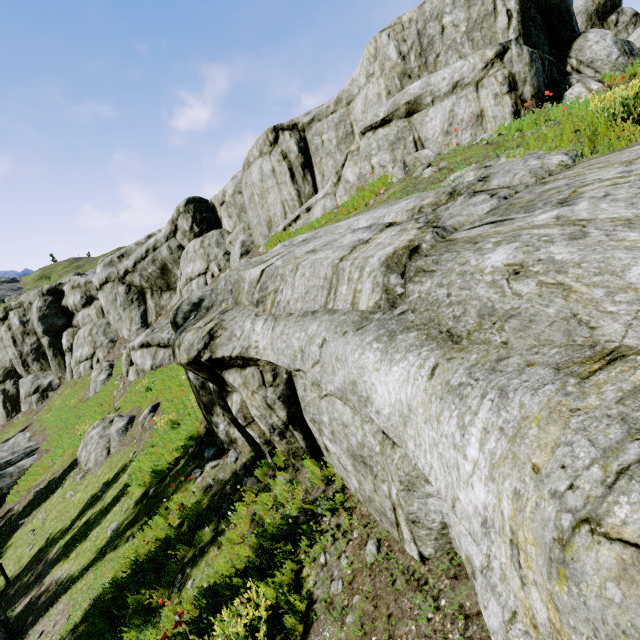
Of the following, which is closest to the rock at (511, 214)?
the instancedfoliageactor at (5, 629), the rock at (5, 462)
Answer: the instancedfoliageactor at (5, 629)

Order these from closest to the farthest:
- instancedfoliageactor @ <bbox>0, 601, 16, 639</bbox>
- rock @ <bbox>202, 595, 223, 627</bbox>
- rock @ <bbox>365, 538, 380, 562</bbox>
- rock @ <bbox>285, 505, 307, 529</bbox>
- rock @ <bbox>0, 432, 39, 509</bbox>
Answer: rock @ <bbox>365, 538, 380, 562</bbox> < rock @ <bbox>202, 595, 223, 627</bbox> < rock @ <bbox>285, 505, 307, 529</bbox> < instancedfoliageactor @ <bbox>0, 601, 16, 639</bbox> < rock @ <bbox>0, 432, 39, 509</bbox>

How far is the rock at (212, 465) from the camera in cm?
839

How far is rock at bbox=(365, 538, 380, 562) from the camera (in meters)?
4.22

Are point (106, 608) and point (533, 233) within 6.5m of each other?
no

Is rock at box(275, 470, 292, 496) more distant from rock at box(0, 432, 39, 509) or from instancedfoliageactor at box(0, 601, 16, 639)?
rock at box(0, 432, 39, 509)

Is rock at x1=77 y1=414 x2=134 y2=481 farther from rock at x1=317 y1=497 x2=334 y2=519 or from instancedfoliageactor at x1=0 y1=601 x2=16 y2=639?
rock at x1=317 y1=497 x2=334 y2=519

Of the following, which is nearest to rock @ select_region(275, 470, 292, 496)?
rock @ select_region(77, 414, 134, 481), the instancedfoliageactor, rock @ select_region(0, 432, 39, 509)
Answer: the instancedfoliageactor
